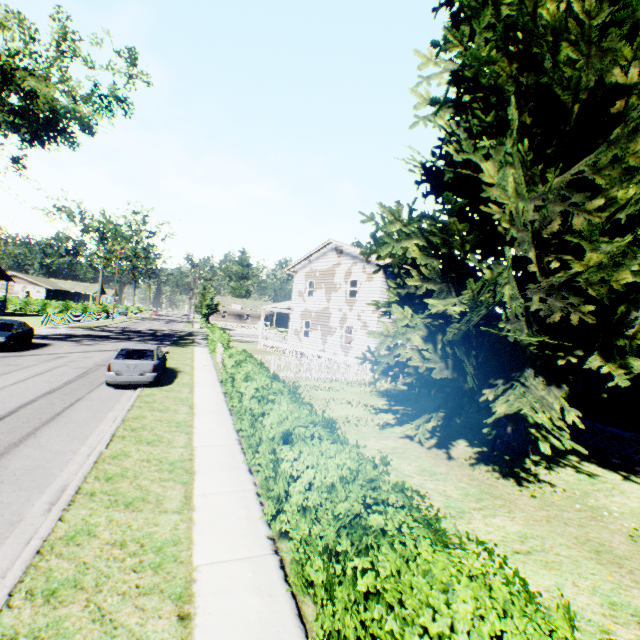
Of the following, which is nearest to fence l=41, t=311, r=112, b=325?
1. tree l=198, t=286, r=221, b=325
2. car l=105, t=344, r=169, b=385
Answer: tree l=198, t=286, r=221, b=325

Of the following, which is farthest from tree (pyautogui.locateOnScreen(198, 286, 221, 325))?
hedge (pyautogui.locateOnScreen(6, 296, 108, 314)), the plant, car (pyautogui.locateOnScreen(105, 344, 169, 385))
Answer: car (pyautogui.locateOnScreen(105, 344, 169, 385))

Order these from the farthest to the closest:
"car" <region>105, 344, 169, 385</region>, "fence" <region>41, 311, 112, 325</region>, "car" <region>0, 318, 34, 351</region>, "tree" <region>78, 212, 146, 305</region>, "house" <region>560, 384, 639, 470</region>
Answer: "tree" <region>78, 212, 146, 305</region>
"fence" <region>41, 311, 112, 325</region>
"car" <region>0, 318, 34, 351</region>
"car" <region>105, 344, 169, 385</region>
"house" <region>560, 384, 639, 470</region>

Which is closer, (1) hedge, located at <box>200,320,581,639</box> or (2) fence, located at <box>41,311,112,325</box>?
(1) hedge, located at <box>200,320,581,639</box>

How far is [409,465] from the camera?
8.42m

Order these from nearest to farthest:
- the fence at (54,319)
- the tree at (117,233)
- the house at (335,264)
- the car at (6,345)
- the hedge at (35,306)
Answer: the car at (6,345), the house at (335,264), the fence at (54,319), the hedge at (35,306), the tree at (117,233)

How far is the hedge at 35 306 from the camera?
50.9m

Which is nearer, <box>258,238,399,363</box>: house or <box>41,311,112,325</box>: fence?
<box>258,238,399,363</box>: house
